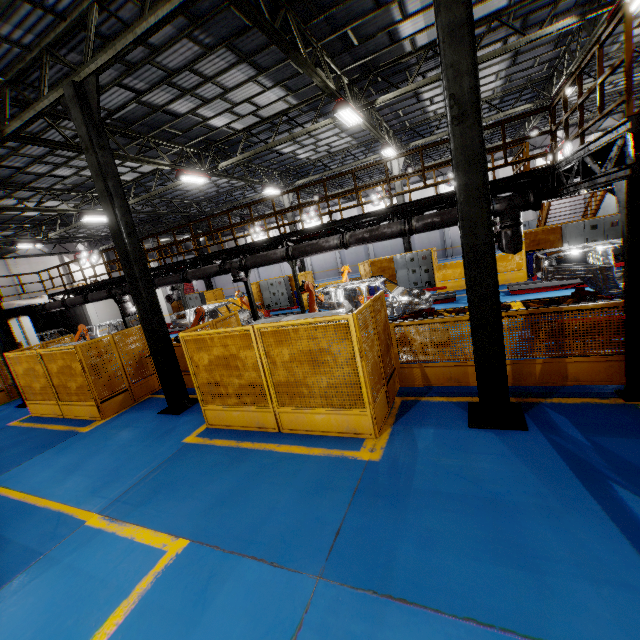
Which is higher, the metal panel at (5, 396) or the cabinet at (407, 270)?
the cabinet at (407, 270)

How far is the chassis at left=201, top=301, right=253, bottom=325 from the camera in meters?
15.2

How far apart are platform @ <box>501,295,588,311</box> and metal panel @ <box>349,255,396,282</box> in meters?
4.6 m

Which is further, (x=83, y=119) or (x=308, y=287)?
(x=308, y=287)

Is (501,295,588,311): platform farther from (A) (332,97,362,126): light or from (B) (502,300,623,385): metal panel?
(A) (332,97,362,126): light

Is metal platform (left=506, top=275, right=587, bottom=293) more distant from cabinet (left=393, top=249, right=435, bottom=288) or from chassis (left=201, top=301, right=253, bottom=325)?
cabinet (left=393, top=249, right=435, bottom=288)

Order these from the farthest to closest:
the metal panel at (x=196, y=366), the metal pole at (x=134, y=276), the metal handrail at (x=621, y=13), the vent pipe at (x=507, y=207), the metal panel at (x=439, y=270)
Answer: the metal panel at (x=439, y=270), the vent pipe at (x=507, y=207), the metal pole at (x=134, y=276), the metal panel at (x=196, y=366), the metal handrail at (x=621, y=13)

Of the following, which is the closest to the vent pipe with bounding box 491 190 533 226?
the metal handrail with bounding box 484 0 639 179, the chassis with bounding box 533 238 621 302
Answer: the metal handrail with bounding box 484 0 639 179
